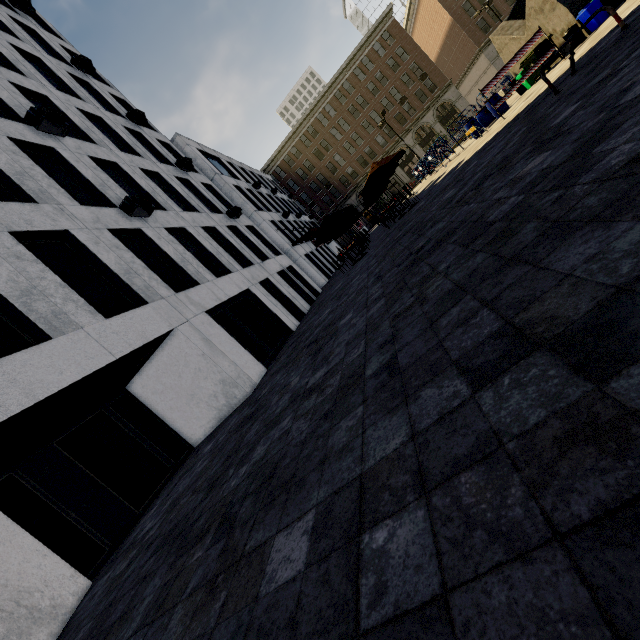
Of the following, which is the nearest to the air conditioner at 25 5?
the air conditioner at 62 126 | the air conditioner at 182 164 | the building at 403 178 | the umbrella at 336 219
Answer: the air conditioner at 182 164

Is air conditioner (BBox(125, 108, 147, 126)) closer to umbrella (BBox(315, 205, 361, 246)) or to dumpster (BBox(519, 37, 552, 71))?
umbrella (BBox(315, 205, 361, 246))

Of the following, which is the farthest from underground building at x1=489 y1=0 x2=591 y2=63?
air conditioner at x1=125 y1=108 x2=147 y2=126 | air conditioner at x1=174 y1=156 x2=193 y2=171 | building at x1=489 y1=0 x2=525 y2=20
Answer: building at x1=489 y1=0 x2=525 y2=20

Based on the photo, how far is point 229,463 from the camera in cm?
503

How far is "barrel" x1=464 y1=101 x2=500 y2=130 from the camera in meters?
16.1 m

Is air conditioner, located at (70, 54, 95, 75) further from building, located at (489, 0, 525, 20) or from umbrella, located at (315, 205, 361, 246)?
building, located at (489, 0, 525, 20)

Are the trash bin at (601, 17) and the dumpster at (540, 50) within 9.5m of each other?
yes

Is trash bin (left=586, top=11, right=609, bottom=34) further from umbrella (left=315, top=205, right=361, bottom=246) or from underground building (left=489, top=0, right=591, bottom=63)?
umbrella (left=315, top=205, right=361, bottom=246)
